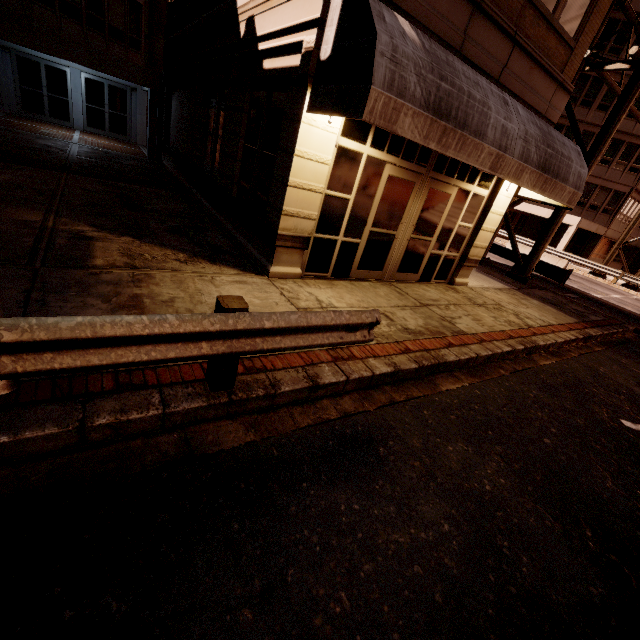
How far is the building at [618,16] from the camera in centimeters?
2570cm

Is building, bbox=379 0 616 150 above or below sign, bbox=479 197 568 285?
above

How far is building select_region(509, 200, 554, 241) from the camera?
30.1m

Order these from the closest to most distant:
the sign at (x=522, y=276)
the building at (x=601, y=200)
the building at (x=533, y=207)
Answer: the sign at (x=522, y=276) < the building at (x=601, y=200) < the building at (x=533, y=207)

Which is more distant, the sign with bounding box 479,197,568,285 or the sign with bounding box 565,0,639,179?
the sign with bounding box 479,197,568,285

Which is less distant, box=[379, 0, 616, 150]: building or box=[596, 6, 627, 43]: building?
box=[379, 0, 616, 150]: building

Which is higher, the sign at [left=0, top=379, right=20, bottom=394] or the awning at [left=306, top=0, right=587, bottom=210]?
the awning at [left=306, top=0, right=587, bottom=210]

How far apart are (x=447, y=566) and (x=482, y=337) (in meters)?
5.07
